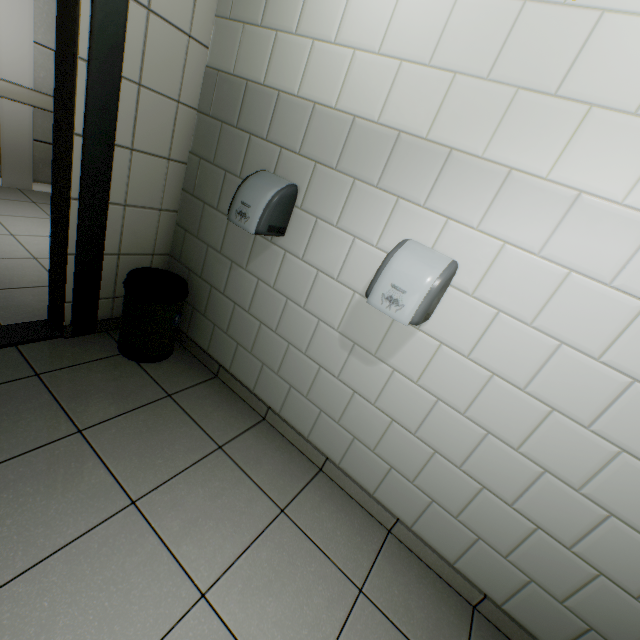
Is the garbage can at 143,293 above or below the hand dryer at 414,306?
below

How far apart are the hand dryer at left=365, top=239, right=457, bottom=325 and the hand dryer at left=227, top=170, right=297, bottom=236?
0.7 meters

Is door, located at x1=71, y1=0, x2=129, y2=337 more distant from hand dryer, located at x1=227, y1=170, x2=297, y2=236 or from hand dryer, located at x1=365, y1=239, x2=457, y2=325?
hand dryer, located at x1=365, y1=239, x2=457, y2=325

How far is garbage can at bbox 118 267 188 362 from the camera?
2.0 meters

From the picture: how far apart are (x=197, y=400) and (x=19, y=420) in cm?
86

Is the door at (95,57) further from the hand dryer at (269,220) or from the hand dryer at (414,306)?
the hand dryer at (414,306)

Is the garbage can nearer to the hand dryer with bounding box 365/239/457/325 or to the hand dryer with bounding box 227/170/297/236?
the hand dryer with bounding box 227/170/297/236
